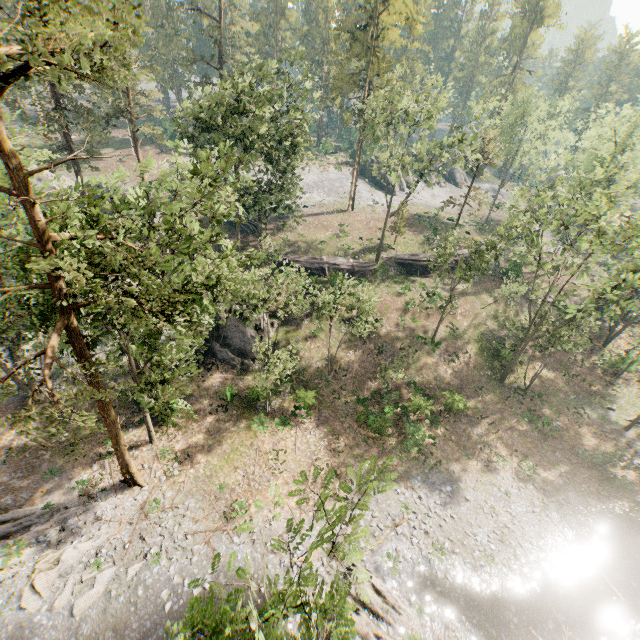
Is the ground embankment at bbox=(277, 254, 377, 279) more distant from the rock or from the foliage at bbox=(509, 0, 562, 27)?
the foliage at bbox=(509, 0, 562, 27)

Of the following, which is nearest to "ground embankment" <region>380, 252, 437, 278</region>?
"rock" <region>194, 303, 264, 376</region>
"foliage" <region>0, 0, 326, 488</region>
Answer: "foliage" <region>0, 0, 326, 488</region>

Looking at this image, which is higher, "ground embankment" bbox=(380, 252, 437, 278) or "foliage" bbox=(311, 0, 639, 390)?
"foliage" bbox=(311, 0, 639, 390)

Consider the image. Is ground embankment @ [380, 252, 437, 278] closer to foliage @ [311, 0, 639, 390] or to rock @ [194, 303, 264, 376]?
foliage @ [311, 0, 639, 390]

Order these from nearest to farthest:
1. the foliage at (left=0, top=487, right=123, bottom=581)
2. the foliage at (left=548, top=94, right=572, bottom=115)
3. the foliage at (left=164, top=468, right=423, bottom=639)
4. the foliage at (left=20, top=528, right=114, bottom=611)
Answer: the foliage at (left=164, top=468, right=423, bottom=639)
the foliage at (left=20, top=528, right=114, bottom=611)
the foliage at (left=0, top=487, right=123, bottom=581)
the foliage at (left=548, top=94, right=572, bottom=115)

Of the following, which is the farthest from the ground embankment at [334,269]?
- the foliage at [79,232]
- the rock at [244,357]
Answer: the foliage at [79,232]

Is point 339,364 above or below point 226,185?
below

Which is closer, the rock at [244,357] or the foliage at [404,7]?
the foliage at [404,7]
